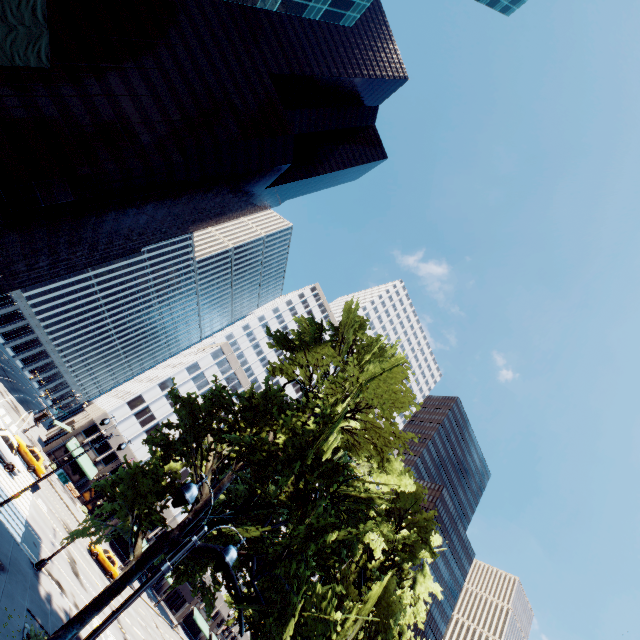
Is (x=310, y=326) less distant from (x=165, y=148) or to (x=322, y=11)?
(x=322, y=11)

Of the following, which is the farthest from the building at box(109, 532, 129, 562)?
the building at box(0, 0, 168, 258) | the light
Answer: the light

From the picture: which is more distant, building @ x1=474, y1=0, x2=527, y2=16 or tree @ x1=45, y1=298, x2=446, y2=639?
building @ x1=474, y1=0, x2=527, y2=16

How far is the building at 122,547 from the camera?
51.3 meters

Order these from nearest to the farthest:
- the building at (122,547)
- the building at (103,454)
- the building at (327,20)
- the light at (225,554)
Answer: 1. the light at (225,554)
2. the building at (327,20)
3. the building at (103,454)
4. the building at (122,547)

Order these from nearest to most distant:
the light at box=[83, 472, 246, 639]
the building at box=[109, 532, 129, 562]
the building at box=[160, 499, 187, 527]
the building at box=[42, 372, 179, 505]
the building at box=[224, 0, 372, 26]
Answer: the light at box=[83, 472, 246, 639] → the building at box=[224, 0, 372, 26] → the building at box=[42, 372, 179, 505] → the building at box=[109, 532, 129, 562] → the building at box=[160, 499, 187, 527]

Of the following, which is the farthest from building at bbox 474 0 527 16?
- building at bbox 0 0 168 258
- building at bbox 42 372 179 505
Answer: building at bbox 42 372 179 505

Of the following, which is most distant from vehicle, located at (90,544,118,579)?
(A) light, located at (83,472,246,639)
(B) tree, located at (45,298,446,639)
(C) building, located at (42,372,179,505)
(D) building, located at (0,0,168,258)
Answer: (D) building, located at (0,0,168,258)
